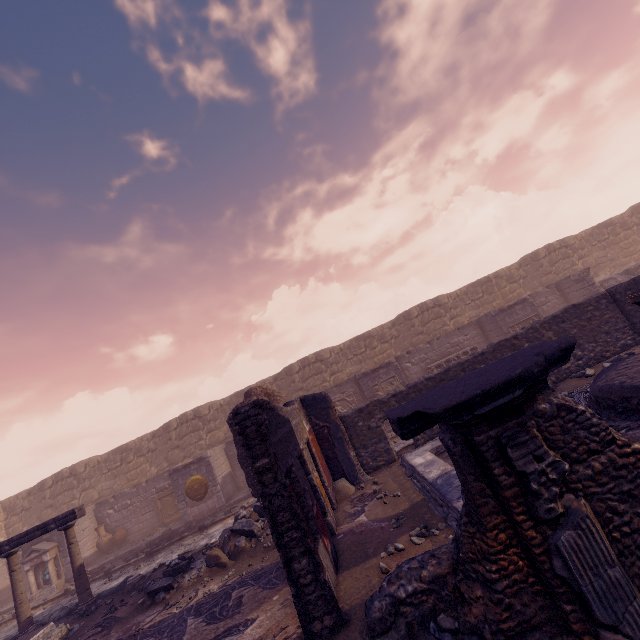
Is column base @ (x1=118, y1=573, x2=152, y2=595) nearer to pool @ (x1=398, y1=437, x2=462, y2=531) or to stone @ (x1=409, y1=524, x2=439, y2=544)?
pool @ (x1=398, y1=437, x2=462, y2=531)

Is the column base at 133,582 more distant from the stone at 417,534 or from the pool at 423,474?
the stone at 417,534

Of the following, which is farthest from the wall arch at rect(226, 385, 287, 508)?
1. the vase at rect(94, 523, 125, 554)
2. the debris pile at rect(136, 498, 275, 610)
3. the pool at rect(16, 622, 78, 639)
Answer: the vase at rect(94, 523, 125, 554)

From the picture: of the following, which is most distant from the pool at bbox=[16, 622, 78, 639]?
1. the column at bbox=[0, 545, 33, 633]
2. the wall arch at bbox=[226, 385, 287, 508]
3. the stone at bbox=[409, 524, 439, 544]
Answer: the stone at bbox=[409, 524, 439, 544]

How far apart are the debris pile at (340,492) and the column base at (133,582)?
6.4m

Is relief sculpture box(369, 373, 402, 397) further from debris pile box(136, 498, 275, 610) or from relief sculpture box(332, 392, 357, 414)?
debris pile box(136, 498, 275, 610)

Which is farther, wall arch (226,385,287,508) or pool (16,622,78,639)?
wall arch (226,385,287,508)

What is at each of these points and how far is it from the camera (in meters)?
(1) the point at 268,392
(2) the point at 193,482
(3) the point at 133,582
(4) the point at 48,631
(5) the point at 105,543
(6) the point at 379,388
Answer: (1) wall arch, 12.42
(2) relief sculpture, 13.88
(3) column base, 9.45
(4) pool, 7.89
(5) vase, 14.78
(6) relief sculpture, 14.22
